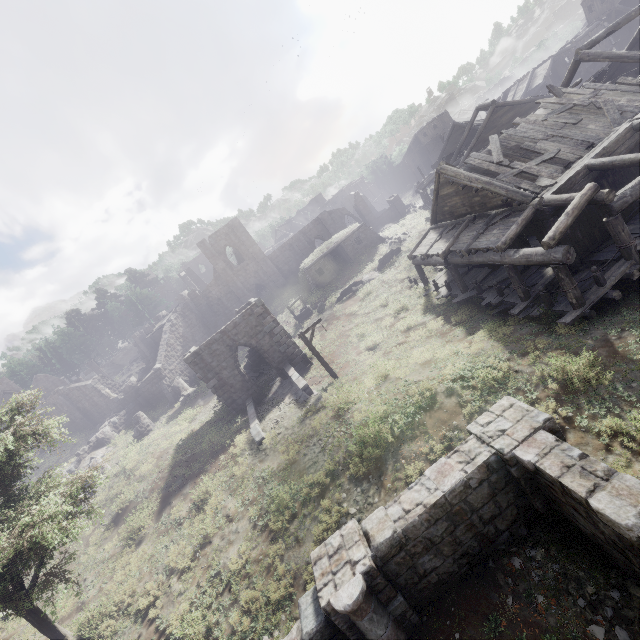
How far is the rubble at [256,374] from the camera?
25.1 meters

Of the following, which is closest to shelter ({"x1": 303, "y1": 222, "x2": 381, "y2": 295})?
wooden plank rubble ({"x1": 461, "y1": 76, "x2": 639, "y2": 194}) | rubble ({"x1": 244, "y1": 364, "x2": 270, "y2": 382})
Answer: rubble ({"x1": 244, "y1": 364, "x2": 270, "y2": 382})

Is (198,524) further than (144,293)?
No

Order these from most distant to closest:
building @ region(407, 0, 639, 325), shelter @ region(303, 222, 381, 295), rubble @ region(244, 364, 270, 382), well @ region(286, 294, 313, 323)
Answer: shelter @ region(303, 222, 381, 295)
well @ region(286, 294, 313, 323)
rubble @ region(244, 364, 270, 382)
building @ region(407, 0, 639, 325)

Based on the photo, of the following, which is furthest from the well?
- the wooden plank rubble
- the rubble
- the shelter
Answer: the wooden plank rubble

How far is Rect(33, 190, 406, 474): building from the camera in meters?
20.3 m

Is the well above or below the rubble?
above

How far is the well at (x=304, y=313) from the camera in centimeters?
3053cm
